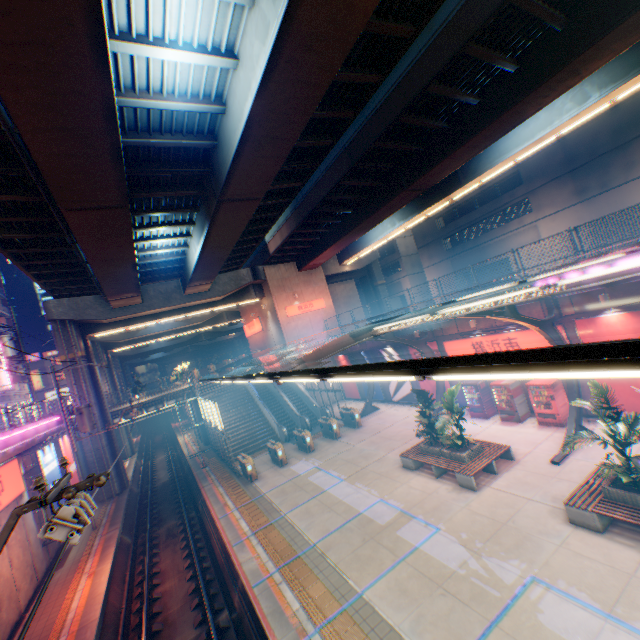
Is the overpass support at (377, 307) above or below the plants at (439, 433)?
above

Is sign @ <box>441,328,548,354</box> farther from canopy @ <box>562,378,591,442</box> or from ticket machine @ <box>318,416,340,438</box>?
ticket machine @ <box>318,416,340,438</box>

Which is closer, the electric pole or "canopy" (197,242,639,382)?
"canopy" (197,242,639,382)

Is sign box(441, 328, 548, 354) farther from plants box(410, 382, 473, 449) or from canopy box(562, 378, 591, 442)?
plants box(410, 382, 473, 449)

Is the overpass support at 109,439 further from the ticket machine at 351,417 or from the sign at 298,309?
the ticket machine at 351,417

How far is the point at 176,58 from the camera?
8.30m

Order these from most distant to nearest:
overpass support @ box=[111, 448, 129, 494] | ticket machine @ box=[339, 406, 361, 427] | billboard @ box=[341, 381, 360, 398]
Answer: billboard @ box=[341, 381, 360, 398]
overpass support @ box=[111, 448, 129, 494]
ticket machine @ box=[339, 406, 361, 427]

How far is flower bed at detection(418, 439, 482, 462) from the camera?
12.9m
